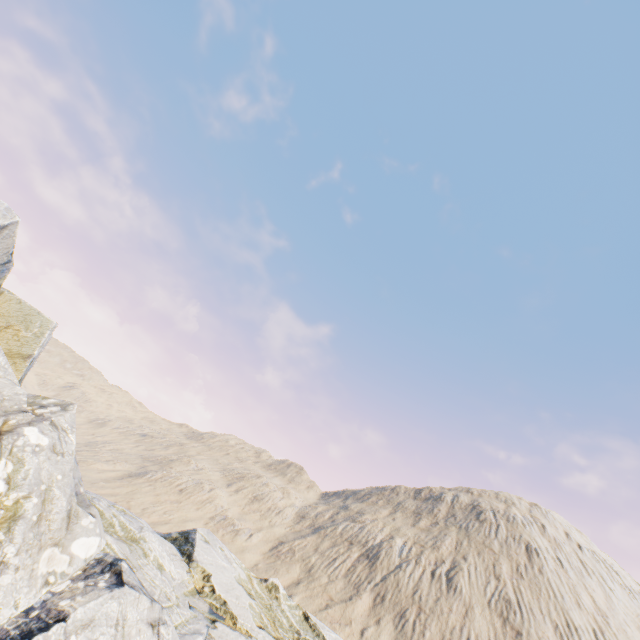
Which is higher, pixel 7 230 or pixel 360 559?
pixel 360 559
